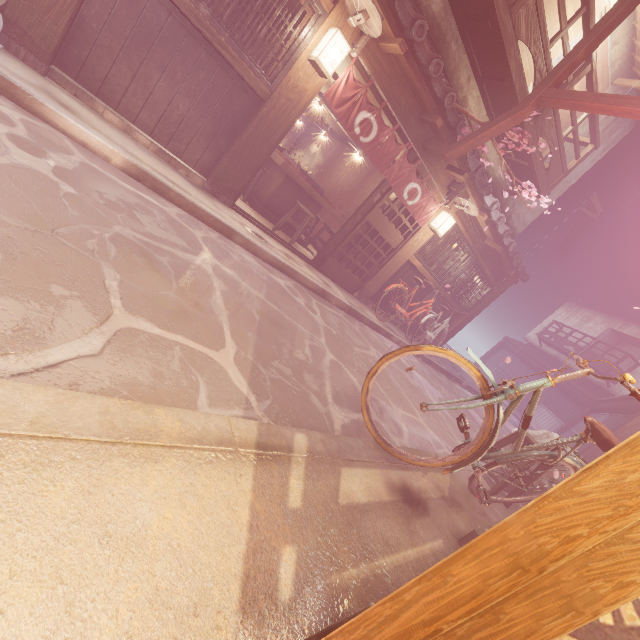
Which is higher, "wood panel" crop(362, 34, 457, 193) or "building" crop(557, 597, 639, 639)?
"wood panel" crop(362, 34, 457, 193)

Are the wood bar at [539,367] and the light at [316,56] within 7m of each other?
no

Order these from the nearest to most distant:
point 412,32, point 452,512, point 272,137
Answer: point 452,512 → point 412,32 → point 272,137

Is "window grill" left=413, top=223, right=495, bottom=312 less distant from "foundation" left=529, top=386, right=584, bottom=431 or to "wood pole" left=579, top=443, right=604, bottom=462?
"foundation" left=529, top=386, right=584, bottom=431

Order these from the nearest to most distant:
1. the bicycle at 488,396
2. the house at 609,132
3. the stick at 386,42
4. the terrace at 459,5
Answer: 1. the bicycle at 488,396
2. the stick at 386,42
3. the terrace at 459,5
4. the house at 609,132

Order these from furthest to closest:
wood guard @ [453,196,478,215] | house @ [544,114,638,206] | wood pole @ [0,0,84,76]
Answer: house @ [544,114,638,206] < wood guard @ [453,196,478,215] < wood pole @ [0,0,84,76]

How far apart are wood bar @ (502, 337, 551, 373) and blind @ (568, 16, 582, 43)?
29.7 meters

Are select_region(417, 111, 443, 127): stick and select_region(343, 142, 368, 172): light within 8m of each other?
yes
